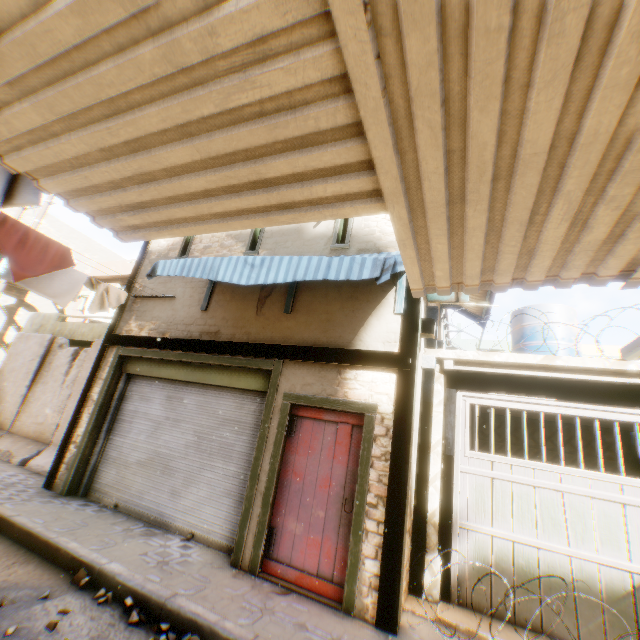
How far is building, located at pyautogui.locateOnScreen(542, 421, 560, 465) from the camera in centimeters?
913cm

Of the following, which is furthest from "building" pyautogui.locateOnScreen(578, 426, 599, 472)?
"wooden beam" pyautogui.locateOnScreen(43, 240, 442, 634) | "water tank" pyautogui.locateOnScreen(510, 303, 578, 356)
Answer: "water tank" pyautogui.locateOnScreen(510, 303, 578, 356)

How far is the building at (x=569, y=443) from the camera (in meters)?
8.95

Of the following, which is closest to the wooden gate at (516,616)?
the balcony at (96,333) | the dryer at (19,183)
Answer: the dryer at (19,183)

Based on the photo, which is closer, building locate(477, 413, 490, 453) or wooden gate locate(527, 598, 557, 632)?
wooden gate locate(527, 598, 557, 632)

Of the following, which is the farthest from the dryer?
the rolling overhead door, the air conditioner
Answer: the air conditioner

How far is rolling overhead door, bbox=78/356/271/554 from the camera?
5.40m

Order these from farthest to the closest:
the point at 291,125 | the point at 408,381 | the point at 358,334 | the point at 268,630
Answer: the point at 358,334, the point at 408,381, the point at 268,630, the point at 291,125
